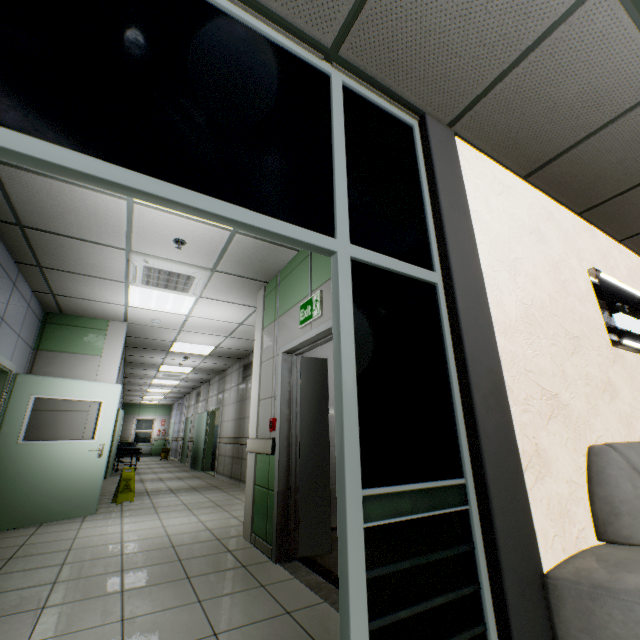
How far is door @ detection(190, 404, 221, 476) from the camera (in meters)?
10.58

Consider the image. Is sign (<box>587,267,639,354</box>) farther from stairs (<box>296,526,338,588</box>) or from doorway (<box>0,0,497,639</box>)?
doorway (<box>0,0,497,639</box>)

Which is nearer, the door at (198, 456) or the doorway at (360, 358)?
the doorway at (360, 358)

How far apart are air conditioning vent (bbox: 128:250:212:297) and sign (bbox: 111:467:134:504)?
3.8 meters

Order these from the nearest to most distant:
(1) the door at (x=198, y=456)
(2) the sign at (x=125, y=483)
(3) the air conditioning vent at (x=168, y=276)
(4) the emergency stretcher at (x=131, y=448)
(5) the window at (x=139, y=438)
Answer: (3) the air conditioning vent at (x=168, y=276), (2) the sign at (x=125, y=483), (1) the door at (x=198, y=456), (4) the emergency stretcher at (x=131, y=448), (5) the window at (x=139, y=438)

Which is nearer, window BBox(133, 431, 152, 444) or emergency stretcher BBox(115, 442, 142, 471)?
emergency stretcher BBox(115, 442, 142, 471)

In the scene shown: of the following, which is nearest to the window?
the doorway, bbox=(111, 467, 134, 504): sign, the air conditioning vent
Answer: bbox=(111, 467, 134, 504): sign

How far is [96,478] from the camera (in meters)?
5.17
